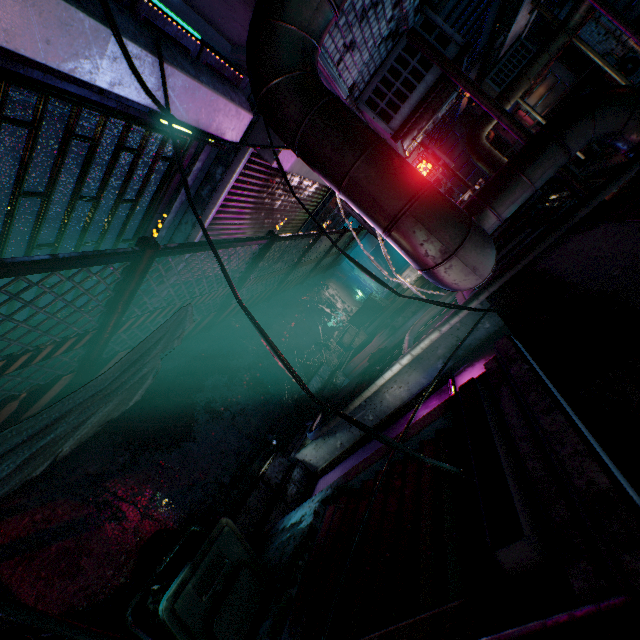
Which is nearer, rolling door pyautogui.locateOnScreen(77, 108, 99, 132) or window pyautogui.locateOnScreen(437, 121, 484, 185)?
rolling door pyautogui.locateOnScreen(77, 108, 99, 132)

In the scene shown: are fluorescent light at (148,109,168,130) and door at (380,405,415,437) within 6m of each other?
yes

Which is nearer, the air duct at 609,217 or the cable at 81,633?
the cable at 81,633

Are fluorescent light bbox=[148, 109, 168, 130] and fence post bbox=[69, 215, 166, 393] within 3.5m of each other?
yes

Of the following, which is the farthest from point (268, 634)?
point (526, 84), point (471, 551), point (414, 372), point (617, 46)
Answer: point (617, 46)

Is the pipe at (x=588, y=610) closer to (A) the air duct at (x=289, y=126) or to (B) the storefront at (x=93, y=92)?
(A) the air duct at (x=289, y=126)

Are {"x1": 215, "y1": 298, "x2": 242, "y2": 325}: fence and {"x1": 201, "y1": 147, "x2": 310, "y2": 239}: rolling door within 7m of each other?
yes

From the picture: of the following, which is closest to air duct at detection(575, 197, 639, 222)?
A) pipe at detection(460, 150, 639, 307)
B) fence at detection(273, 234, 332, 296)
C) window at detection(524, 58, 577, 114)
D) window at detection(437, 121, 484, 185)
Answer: pipe at detection(460, 150, 639, 307)
